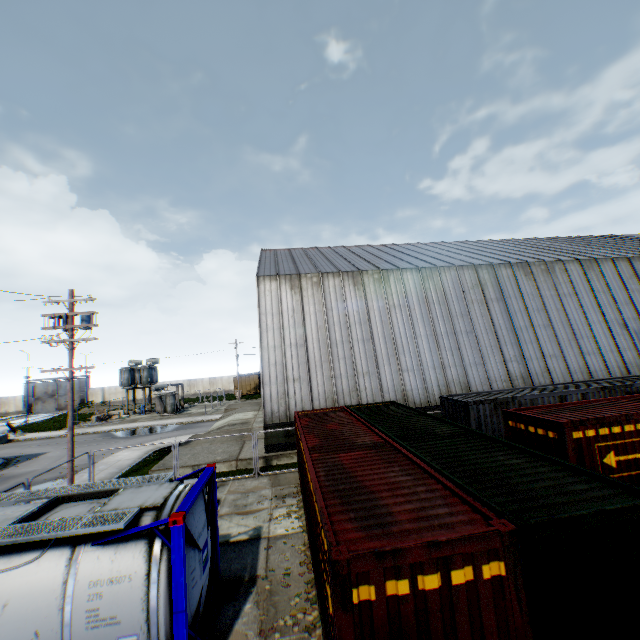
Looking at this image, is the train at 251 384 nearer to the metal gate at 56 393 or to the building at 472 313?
the building at 472 313

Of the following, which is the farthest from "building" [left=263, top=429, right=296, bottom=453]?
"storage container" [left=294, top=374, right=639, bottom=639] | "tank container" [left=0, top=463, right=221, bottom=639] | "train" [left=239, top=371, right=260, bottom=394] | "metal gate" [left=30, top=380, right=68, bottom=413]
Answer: "metal gate" [left=30, top=380, right=68, bottom=413]

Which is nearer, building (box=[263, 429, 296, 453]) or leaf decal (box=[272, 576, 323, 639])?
leaf decal (box=[272, 576, 323, 639])

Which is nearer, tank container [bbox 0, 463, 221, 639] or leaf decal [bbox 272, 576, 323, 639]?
tank container [bbox 0, 463, 221, 639]

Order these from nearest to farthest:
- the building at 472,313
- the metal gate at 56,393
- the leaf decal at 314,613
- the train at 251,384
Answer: A: the leaf decal at 314,613 → the building at 472,313 → the train at 251,384 → the metal gate at 56,393

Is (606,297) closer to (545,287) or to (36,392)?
(545,287)

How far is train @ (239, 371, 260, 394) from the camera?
56.88m

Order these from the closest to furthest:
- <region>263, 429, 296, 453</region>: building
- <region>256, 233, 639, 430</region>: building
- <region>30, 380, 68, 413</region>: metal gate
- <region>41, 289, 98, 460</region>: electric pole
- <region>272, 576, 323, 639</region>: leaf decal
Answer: <region>272, 576, 323, 639</region>: leaf decal
<region>41, 289, 98, 460</region>: electric pole
<region>263, 429, 296, 453</region>: building
<region>256, 233, 639, 430</region>: building
<region>30, 380, 68, 413</region>: metal gate
